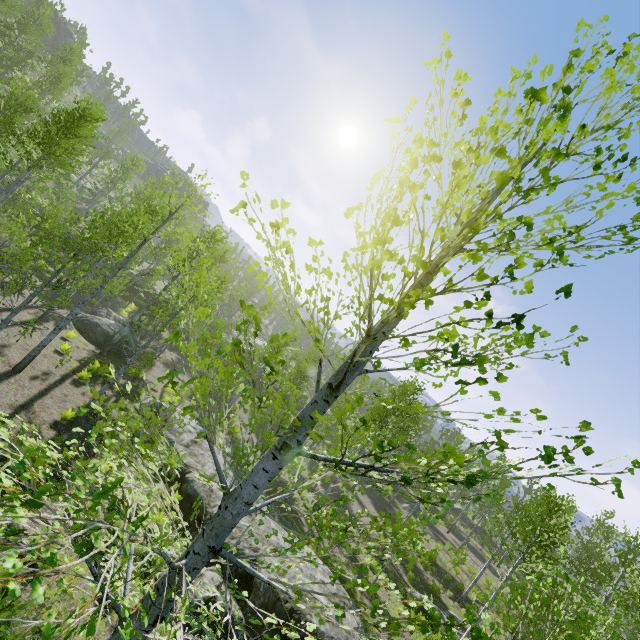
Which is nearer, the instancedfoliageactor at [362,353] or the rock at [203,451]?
the instancedfoliageactor at [362,353]

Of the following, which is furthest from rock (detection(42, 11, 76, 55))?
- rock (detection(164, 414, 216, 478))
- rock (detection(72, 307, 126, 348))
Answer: rock (detection(164, 414, 216, 478))

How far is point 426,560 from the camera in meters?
22.5 m

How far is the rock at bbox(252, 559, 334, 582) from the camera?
10.6m

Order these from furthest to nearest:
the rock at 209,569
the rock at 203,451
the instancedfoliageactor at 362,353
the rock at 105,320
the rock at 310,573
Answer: the rock at 105,320 < the rock at 203,451 < the rock at 310,573 < the rock at 209,569 < the instancedfoliageactor at 362,353

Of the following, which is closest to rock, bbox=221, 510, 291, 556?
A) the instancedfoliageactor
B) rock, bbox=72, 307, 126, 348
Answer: the instancedfoliageactor

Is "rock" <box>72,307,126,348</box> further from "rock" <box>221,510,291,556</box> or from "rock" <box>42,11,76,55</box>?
"rock" <box>42,11,76,55</box>
